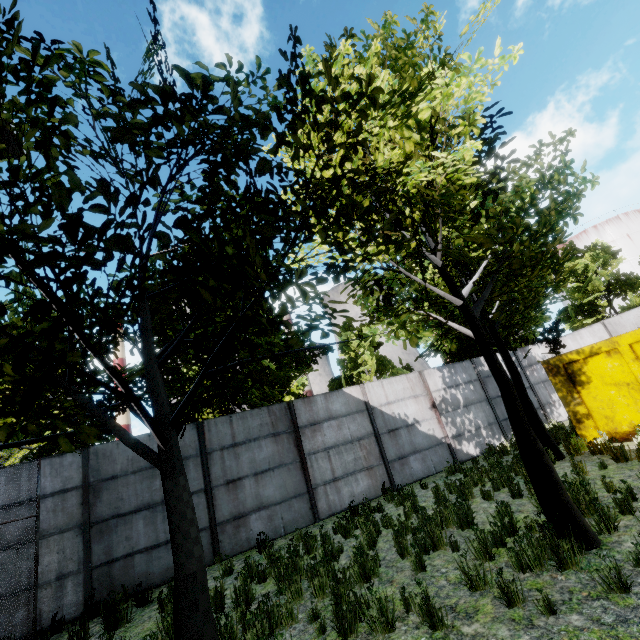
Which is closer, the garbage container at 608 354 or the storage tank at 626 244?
the garbage container at 608 354

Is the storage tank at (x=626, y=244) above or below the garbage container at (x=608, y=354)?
above

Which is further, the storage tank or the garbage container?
the storage tank

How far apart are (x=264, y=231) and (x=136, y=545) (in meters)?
9.23

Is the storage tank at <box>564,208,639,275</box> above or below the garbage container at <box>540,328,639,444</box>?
above
